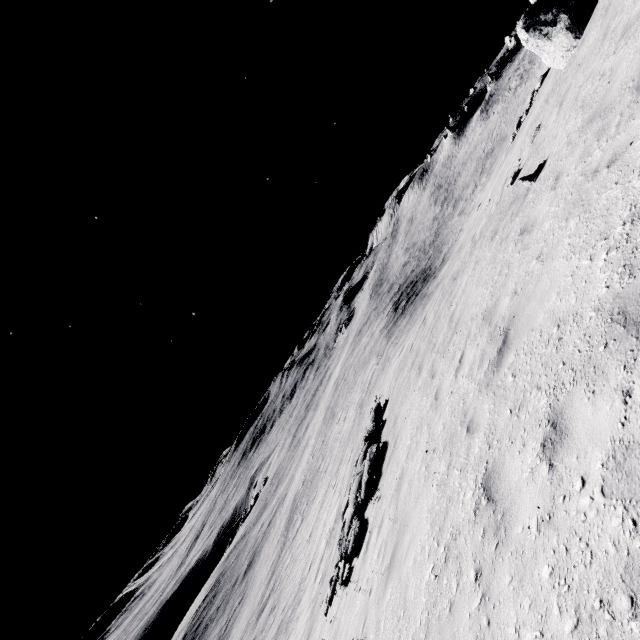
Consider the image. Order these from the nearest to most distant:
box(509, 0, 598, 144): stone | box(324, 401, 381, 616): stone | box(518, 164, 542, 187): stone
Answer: box(518, 164, 542, 187): stone < box(324, 401, 381, 616): stone < box(509, 0, 598, 144): stone

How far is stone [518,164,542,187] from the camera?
8.1m

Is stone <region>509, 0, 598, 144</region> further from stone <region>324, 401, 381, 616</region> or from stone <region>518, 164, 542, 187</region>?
stone <region>324, 401, 381, 616</region>

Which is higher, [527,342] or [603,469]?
[603,469]

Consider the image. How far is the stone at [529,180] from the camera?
8.15m

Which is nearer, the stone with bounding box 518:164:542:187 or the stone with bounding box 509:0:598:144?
the stone with bounding box 518:164:542:187

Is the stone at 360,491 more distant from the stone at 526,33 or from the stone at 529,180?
the stone at 526,33
